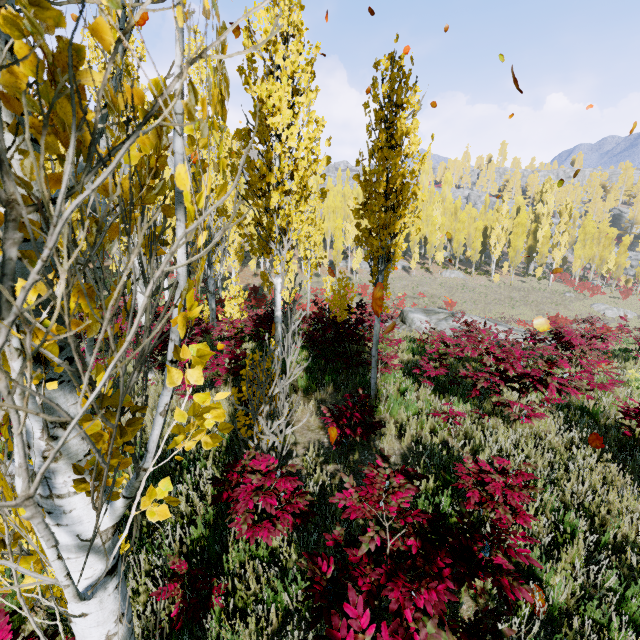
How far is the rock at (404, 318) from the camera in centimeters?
1598cm

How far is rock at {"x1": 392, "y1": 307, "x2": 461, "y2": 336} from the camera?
16.0m

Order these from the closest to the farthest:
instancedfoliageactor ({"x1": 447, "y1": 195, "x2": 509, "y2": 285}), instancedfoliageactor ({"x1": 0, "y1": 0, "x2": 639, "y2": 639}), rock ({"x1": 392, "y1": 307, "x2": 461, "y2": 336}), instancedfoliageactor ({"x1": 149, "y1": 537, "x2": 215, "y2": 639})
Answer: instancedfoliageactor ({"x1": 0, "y1": 0, "x2": 639, "y2": 639}) → instancedfoliageactor ({"x1": 149, "y1": 537, "x2": 215, "y2": 639}) → rock ({"x1": 392, "y1": 307, "x2": 461, "y2": 336}) → instancedfoliageactor ({"x1": 447, "y1": 195, "x2": 509, "y2": 285})

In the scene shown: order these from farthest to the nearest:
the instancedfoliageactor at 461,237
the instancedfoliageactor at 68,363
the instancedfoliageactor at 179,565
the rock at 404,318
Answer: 1. the instancedfoliageactor at 461,237
2. the rock at 404,318
3. the instancedfoliageactor at 179,565
4. the instancedfoliageactor at 68,363

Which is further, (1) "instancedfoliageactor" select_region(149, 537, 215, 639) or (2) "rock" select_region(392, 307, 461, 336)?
(2) "rock" select_region(392, 307, 461, 336)

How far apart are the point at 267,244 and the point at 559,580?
5.53m

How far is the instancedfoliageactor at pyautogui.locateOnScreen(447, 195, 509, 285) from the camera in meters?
47.2

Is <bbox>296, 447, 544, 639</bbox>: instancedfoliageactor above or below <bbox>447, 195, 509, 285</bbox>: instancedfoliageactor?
below
